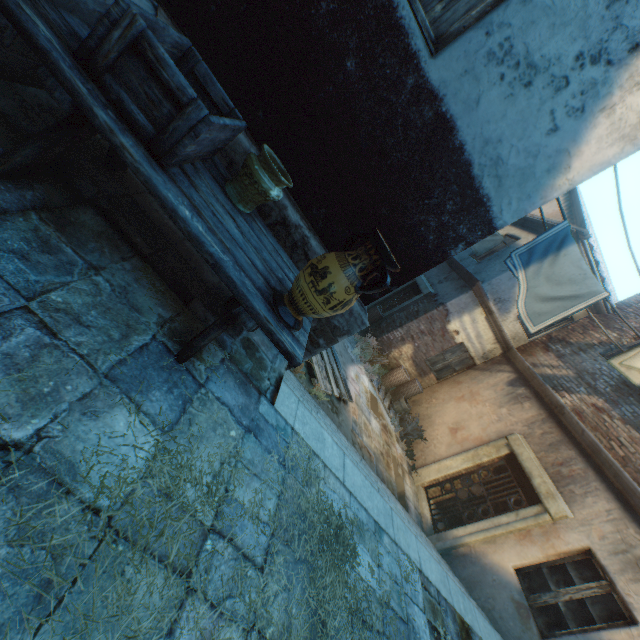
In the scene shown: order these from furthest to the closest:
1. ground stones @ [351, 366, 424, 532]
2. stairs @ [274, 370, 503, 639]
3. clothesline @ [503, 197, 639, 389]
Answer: ground stones @ [351, 366, 424, 532] → clothesline @ [503, 197, 639, 389] → stairs @ [274, 370, 503, 639]

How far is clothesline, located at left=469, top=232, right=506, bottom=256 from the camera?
9.9 meters

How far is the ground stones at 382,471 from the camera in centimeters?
686cm

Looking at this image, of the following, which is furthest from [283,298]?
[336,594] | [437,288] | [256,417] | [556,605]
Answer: [437,288]

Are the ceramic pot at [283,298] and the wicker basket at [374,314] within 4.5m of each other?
no

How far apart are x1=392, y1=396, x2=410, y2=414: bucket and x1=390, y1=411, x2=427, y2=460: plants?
0.09m

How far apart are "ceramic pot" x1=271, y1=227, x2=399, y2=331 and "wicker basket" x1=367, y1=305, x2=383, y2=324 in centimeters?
861cm

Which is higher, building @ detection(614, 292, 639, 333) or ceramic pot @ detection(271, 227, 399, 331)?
building @ detection(614, 292, 639, 333)
